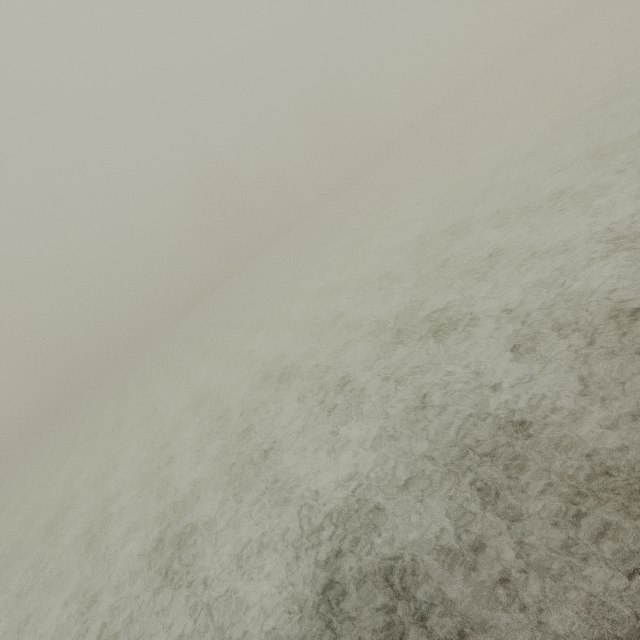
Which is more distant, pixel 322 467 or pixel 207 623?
pixel 322 467
